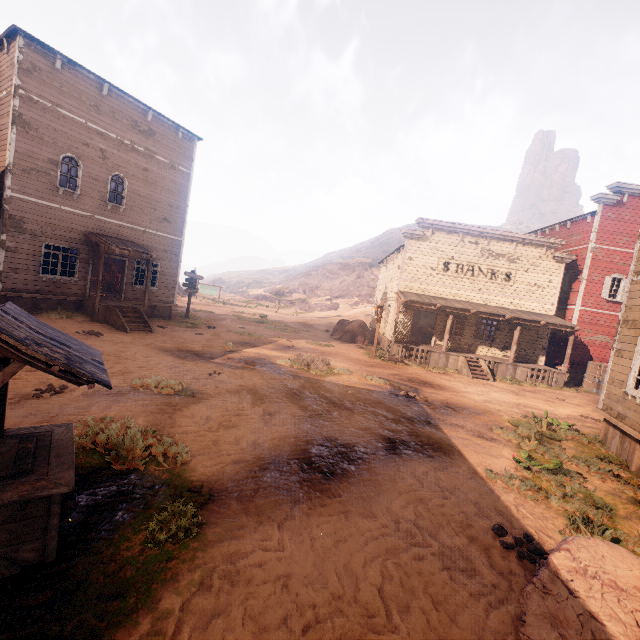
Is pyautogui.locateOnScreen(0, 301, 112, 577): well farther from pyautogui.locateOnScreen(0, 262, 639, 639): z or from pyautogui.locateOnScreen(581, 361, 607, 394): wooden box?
pyautogui.locateOnScreen(581, 361, 607, 394): wooden box

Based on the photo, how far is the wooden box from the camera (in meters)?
18.88

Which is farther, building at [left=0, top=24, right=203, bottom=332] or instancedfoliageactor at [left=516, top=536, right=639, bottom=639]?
building at [left=0, top=24, right=203, bottom=332]

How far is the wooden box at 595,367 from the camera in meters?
18.9

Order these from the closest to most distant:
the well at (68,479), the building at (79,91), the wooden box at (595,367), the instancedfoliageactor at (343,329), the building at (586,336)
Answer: the well at (68,479)
the building at (586,336)
the building at (79,91)
the wooden box at (595,367)
the instancedfoliageactor at (343,329)

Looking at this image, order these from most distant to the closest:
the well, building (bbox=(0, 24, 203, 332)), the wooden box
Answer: the wooden box → building (bbox=(0, 24, 203, 332)) → the well

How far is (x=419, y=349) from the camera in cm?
1903

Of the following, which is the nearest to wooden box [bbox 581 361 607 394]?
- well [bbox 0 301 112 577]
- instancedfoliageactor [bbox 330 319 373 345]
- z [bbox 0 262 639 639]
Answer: z [bbox 0 262 639 639]
